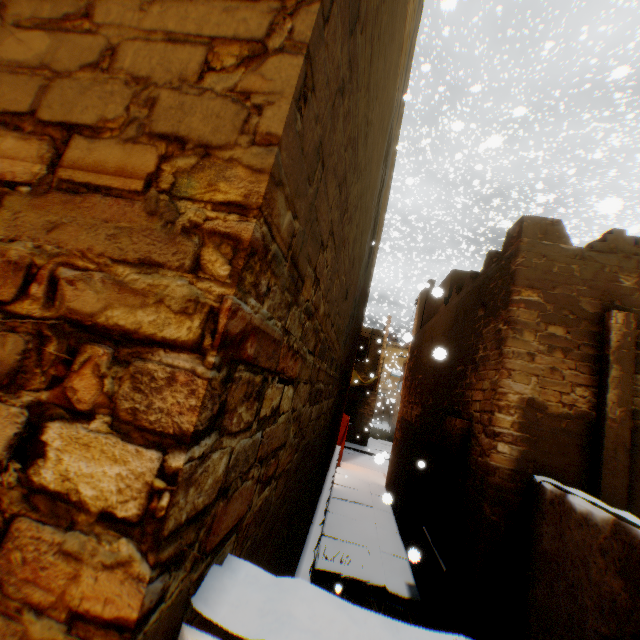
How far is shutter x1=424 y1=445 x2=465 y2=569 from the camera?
4.8 meters

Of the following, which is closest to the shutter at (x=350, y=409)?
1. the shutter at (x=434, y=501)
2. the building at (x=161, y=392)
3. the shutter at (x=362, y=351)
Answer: the building at (x=161, y=392)

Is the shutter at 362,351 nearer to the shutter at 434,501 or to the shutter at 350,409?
the shutter at 350,409

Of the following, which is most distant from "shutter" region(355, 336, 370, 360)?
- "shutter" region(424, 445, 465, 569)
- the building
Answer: "shutter" region(424, 445, 465, 569)

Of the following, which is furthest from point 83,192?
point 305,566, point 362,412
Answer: point 362,412

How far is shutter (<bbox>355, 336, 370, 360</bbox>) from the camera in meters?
20.6

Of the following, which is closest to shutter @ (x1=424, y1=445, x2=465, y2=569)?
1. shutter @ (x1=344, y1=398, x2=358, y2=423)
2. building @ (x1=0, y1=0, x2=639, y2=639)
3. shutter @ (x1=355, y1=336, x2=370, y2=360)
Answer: building @ (x1=0, y1=0, x2=639, y2=639)

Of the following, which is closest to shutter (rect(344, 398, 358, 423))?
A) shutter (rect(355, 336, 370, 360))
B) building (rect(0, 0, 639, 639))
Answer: building (rect(0, 0, 639, 639))
